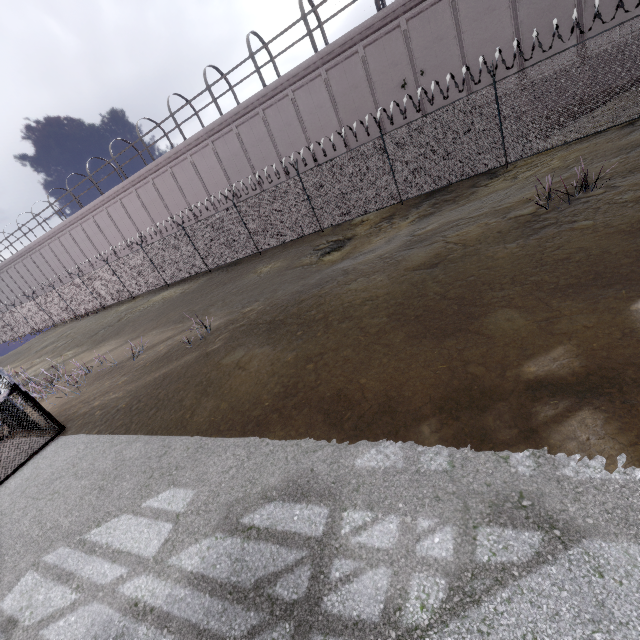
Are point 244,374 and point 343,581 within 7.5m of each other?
yes

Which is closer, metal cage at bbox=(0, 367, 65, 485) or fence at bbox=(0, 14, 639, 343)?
metal cage at bbox=(0, 367, 65, 485)

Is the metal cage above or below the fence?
above

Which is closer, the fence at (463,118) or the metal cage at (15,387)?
the metal cage at (15,387)

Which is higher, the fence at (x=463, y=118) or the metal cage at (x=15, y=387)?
the metal cage at (x=15, y=387)
